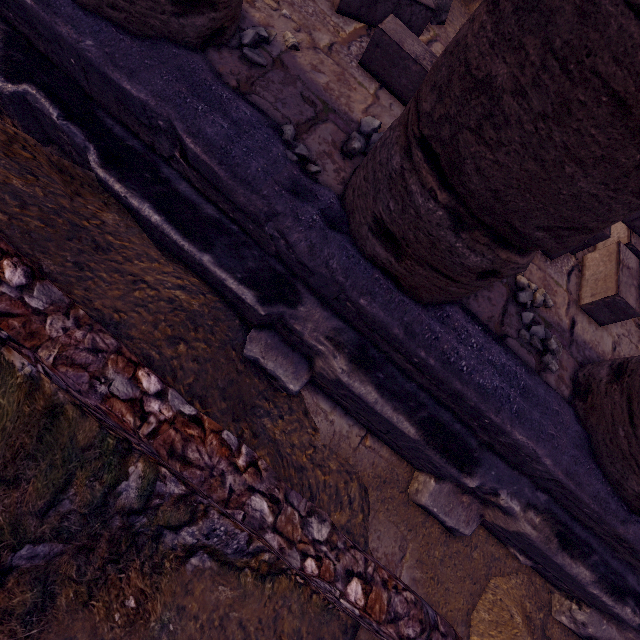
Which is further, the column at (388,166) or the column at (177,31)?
the column at (177,31)

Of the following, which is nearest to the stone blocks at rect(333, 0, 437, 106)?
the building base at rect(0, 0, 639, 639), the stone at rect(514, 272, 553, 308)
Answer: the building base at rect(0, 0, 639, 639)

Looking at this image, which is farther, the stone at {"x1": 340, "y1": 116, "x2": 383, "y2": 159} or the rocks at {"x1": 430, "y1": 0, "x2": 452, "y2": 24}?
the rocks at {"x1": 430, "y1": 0, "x2": 452, "y2": 24}

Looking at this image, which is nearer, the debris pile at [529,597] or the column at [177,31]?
the column at [177,31]

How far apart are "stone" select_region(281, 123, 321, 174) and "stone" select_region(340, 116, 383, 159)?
0.3m

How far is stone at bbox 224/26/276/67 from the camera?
2.0m

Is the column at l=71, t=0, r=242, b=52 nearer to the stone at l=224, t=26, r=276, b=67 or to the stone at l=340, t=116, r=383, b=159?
the stone at l=224, t=26, r=276, b=67

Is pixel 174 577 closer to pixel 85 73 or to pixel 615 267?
pixel 85 73
